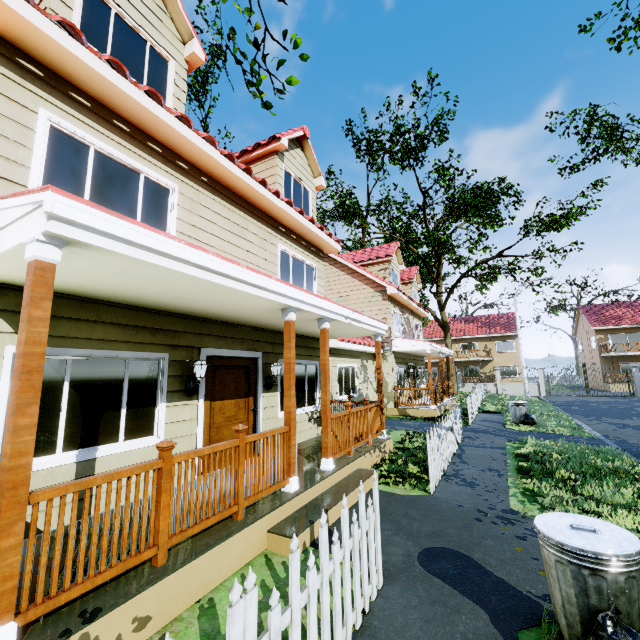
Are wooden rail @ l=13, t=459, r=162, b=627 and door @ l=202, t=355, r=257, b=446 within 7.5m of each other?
yes

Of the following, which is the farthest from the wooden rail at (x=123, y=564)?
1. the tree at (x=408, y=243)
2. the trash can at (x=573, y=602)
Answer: the tree at (x=408, y=243)

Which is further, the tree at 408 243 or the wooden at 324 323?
the tree at 408 243

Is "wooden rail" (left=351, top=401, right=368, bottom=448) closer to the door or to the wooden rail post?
the door

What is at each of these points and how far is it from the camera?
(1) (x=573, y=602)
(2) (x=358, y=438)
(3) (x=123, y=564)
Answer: (1) trash can, 2.34m
(2) wooden rail, 7.26m
(3) wooden rail, 2.70m

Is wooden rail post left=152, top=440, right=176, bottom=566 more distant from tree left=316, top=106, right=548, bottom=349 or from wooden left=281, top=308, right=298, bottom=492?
tree left=316, top=106, right=548, bottom=349

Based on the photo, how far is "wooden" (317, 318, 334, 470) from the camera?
5.87m

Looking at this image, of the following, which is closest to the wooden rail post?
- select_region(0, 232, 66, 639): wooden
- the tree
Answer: select_region(0, 232, 66, 639): wooden
